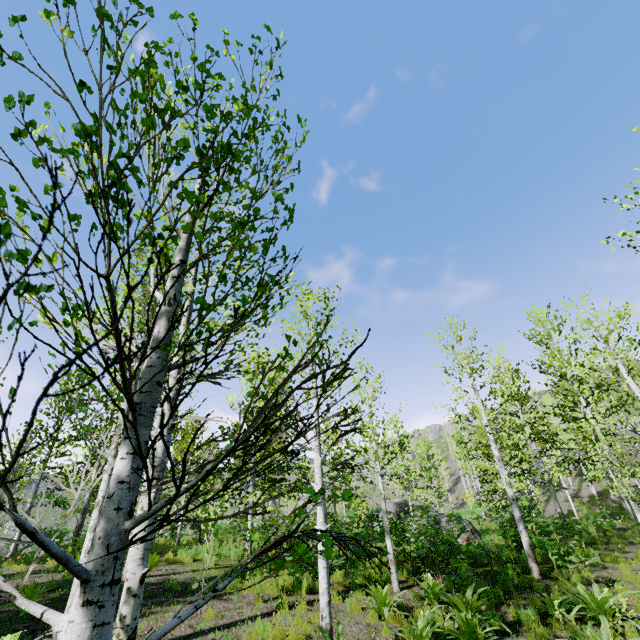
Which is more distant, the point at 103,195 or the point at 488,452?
the point at 488,452

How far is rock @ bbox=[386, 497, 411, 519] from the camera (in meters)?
23.78

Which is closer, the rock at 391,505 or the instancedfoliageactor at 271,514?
the instancedfoliageactor at 271,514

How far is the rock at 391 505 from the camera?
23.8m

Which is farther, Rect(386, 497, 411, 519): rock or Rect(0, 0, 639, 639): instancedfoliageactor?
Rect(386, 497, 411, 519): rock
